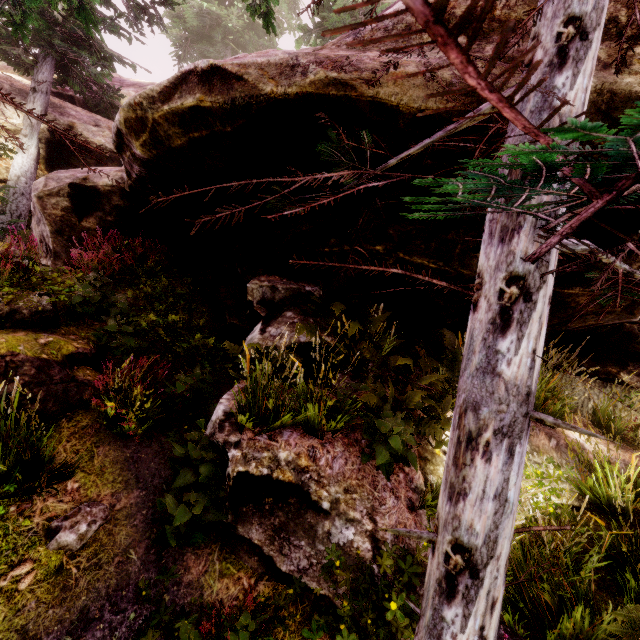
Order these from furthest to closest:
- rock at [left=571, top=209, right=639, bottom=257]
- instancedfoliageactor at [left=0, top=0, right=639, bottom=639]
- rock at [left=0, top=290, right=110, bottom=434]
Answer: rock at [left=571, top=209, right=639, bottom=257]
rock at [left=0, top=290, right=110, bottom=434]
instancedfoliageactor at [left=0, top=0, right=639, bottom=639]

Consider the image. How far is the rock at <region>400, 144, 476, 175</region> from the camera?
3.67m

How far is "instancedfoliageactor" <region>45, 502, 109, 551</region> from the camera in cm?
306

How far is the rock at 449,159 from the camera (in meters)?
3.67

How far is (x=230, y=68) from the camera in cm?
353

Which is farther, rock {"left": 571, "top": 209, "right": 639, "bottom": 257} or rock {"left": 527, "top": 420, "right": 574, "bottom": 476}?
rock {"left": 527, "top": 420, "right": 574, "bottom": 476}

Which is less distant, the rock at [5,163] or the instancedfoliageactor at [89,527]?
the instancedfoliageactor at [89,527]
